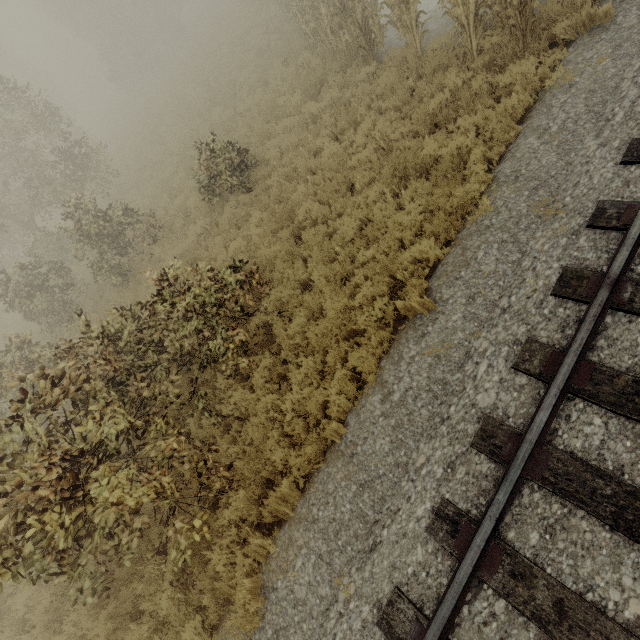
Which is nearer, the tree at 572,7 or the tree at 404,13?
the tree at 404,13

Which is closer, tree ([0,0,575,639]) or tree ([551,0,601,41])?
tree ([0,0,575,639])

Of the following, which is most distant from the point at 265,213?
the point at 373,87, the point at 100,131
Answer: the point at 100,131
